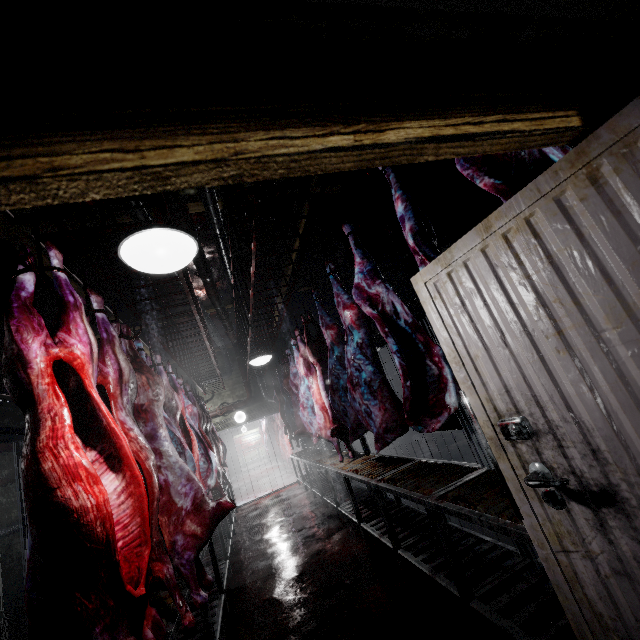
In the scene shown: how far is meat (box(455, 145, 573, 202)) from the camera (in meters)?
1.16

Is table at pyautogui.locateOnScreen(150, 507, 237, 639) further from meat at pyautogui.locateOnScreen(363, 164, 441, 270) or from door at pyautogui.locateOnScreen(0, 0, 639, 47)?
meat at pyautogui.locateOnScreen(363, 164, 441, 270)

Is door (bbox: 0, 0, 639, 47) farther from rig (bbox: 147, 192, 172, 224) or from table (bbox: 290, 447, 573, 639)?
rig (bbox: 147, 192, 172, 224)

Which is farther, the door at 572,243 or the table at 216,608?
the table at 216,608

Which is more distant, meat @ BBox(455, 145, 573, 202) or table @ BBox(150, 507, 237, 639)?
table @ BBox(150, 507, 237, 639)

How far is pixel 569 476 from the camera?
0.9m

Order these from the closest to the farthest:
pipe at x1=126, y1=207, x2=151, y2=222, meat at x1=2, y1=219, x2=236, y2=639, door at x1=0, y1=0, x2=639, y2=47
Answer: door at x1=0, y1=0, x2=639, y2=47 < meat at x1=2, y1=219, x2=236, y2=639 < pipe at x1=126, y1=207, x2=151, y2=222

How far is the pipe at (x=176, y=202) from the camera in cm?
345
